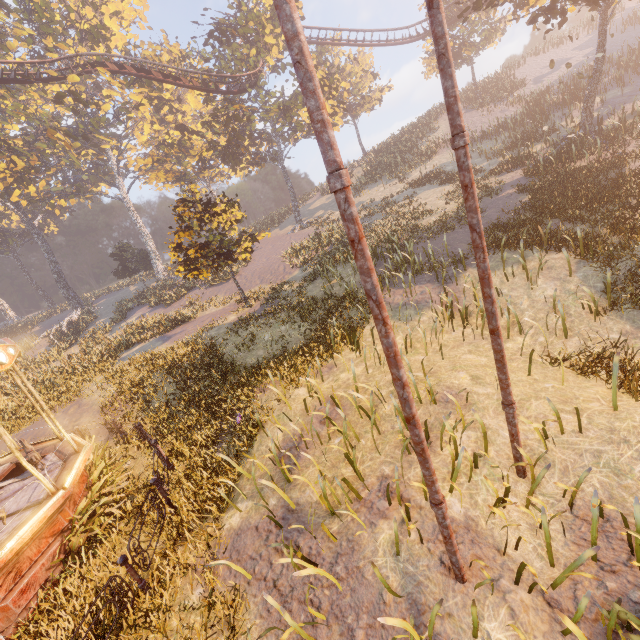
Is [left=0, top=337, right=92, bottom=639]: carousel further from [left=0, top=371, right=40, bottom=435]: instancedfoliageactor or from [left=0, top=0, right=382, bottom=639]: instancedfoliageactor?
[left=0, top=371, right=40, bottom=435]: instancedfoliageactor

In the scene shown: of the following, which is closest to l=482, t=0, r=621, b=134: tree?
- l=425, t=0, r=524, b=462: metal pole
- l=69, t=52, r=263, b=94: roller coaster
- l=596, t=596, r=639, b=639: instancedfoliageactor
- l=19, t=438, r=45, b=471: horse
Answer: l=69, t=52, r=263, b=94: roller coaster

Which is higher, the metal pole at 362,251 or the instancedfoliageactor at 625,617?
the metal pole at 362,251

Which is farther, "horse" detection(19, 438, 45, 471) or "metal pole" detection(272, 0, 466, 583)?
"horse" detection(19, 438, 45, 471)

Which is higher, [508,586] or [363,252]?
[363,252]

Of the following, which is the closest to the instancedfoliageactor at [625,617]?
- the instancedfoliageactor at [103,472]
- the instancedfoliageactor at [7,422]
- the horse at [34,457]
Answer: the instancedfoliageactor at [103,472]

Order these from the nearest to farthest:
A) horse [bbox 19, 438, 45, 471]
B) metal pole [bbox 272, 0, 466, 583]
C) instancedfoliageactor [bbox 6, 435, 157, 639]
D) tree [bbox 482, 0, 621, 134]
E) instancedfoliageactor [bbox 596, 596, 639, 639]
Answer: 1. metal pole [bbox 272, 0, 466, 583]
2. instancedfoliageactor [bbox 596, 596, 639, 639]
3. instancedfoliageactor [bbox 6, 435, 157, 639]
4. horse [bbox 19, 438, 45, 471]
5. tree [bbox 482, 0, 621, 134]

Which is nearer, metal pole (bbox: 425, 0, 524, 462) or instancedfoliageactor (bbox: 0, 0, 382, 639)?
metal pole (bbox: 425, 0, 524, 462)
